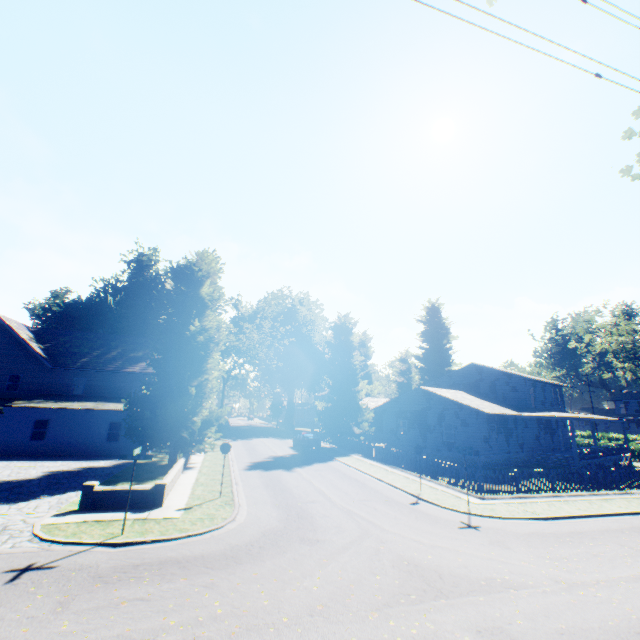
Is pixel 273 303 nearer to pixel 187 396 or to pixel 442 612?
pixel 187 396

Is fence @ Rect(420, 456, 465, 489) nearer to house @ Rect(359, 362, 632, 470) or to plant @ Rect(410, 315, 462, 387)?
plant @ Rect(410, 315, 462, 387)

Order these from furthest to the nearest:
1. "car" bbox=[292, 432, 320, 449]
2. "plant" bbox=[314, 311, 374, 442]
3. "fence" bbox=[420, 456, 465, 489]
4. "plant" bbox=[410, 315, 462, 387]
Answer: "plant" bbox=[410, 315, 462, 387], "plant" bbox=[314, 311, 374, 442], "car" bbox=[292, 432, 320, 449], "fence" bbox=[420, 456, 465, 489]

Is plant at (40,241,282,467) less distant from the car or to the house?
the house

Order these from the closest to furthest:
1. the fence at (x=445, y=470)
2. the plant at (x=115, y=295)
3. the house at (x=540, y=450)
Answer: the fence at (x=445, y=470), the plant at (x=115, y=295), the house at (x=540, y=450)

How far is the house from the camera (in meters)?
26.67

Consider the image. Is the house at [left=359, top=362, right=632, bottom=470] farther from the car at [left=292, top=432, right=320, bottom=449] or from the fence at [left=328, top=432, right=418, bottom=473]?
the car at [left=292, top=432, right=320, bottom=449]

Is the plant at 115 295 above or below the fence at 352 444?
above
